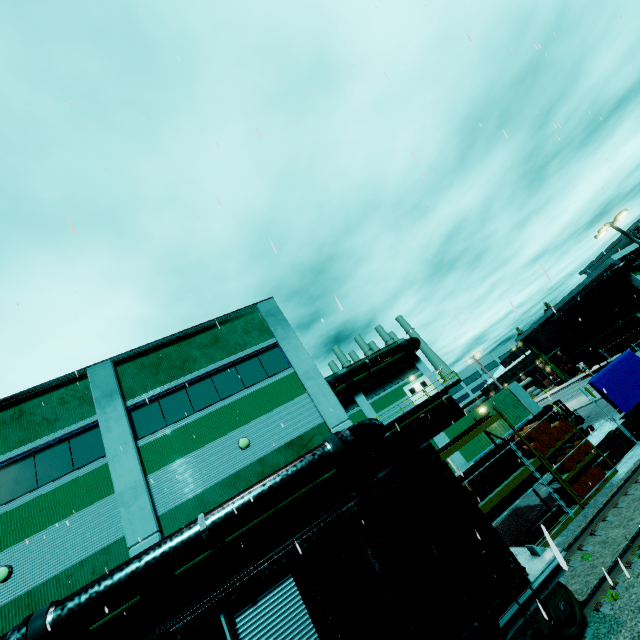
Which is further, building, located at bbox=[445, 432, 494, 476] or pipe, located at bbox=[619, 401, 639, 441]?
building, located at bbox=[445, 432, 494, 476]

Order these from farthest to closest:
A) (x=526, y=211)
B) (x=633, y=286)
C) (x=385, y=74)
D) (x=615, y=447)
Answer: (x=633, y=286), (x=615, y=447), (x=526, y=211), (x=385, y=74)

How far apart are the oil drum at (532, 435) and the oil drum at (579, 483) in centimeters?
134cm

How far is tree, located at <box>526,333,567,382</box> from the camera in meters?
56.6

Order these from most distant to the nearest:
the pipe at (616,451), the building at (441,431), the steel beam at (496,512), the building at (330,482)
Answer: the building at (441,431)
the steel beam at (496,512)
the pipe at (616,451)
the building at (330,482)

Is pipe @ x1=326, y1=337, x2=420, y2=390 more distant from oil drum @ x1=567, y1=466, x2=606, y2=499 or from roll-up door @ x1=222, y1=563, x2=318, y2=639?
oil drum @ x1=567, y1=466, x2=606, y2=499

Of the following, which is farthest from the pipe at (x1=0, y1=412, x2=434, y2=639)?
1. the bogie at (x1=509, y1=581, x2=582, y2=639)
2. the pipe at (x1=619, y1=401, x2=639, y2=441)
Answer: the bogie at (x1=509, y1=581, x2=582, y2=639)

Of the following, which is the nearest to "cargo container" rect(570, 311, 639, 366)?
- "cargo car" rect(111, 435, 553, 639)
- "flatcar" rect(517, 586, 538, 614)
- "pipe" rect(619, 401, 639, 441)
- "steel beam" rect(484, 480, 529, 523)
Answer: "pipe" rect(619, 401, 639, 441)
